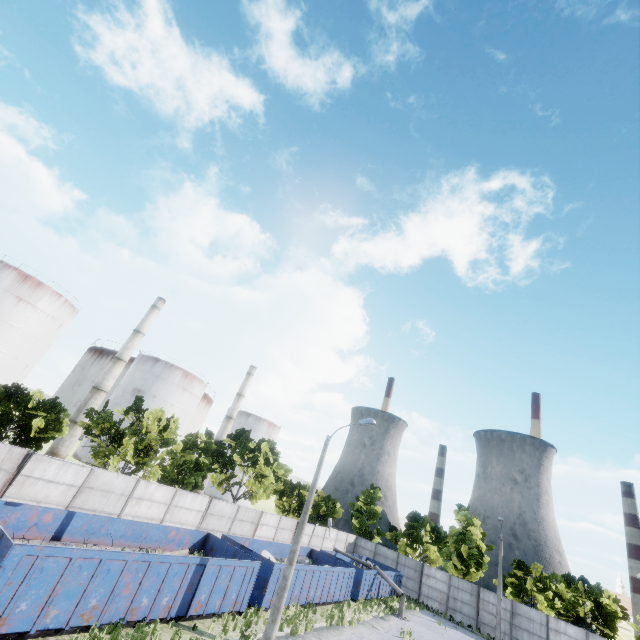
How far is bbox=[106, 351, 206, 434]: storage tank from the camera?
50.2m

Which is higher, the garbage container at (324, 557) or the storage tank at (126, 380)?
the storage tank at (126, 380)

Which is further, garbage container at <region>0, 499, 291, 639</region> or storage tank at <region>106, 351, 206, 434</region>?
storage tank at <region>106, 351, 206, 434</region>

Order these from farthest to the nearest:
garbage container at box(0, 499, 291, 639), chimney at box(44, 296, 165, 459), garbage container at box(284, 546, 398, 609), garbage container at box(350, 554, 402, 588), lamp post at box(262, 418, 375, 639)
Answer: chimney at box(44, 296, 165, 459) → garbage container at box(350, 554, 402, 588) → garbage container at box(284, 546, 398, 609) → lamp post at box(262, 418, 375, 639) → garbage container at box(0, 499, 291, 639)

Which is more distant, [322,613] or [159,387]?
[159,387]

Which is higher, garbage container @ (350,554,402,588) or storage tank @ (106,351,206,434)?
storage tank @ (106,351,206,434)

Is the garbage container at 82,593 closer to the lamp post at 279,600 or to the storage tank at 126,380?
the lamp post at 279,600

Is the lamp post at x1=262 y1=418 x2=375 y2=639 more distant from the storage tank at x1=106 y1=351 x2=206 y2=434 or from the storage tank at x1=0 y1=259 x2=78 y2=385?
the storage tank at x1=106 y1=351 x2=206 y2=434
